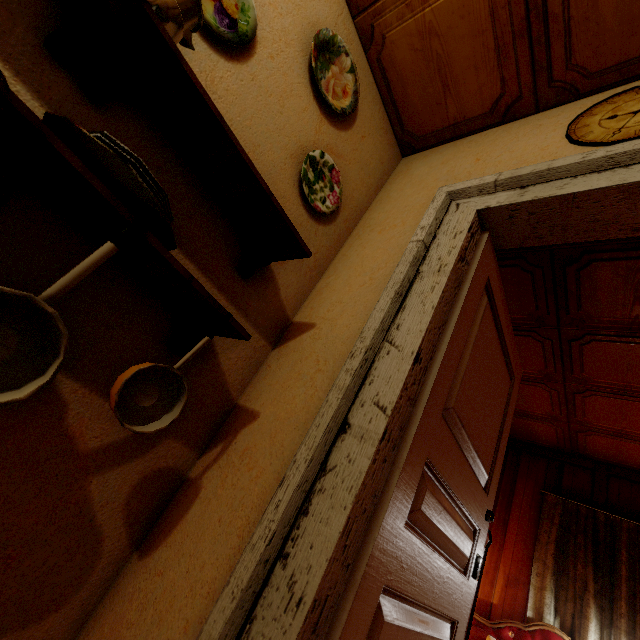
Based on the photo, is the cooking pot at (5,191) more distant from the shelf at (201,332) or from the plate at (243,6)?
the plate at (243,6)

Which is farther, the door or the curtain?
the curtain

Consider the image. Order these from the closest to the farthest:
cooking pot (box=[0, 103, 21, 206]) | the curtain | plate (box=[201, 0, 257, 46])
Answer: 1. cooking pot (box=[0, 103, 21, 206])
2. plate (box=[201, 0, 257, 46])
3. the curtain

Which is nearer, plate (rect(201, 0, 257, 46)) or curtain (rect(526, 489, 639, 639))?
plate (rect(201, 0, 257, 46))

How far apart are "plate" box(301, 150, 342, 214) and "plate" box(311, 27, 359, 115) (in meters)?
0.26

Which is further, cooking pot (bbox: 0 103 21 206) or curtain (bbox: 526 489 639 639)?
curtain (bbox: 526 489 639 639)

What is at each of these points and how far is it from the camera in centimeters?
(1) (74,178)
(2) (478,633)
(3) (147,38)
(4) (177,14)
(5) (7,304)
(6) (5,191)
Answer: (1) shelf, 71cm
(2) pillow, 323cm
(3) shelf, 81cm
(4) coffee maker, 88cm
(5) cooking pot, 68cm
(6) cooking pot, 59cm

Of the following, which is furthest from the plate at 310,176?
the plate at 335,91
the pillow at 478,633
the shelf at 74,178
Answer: the pillow at 478,633
